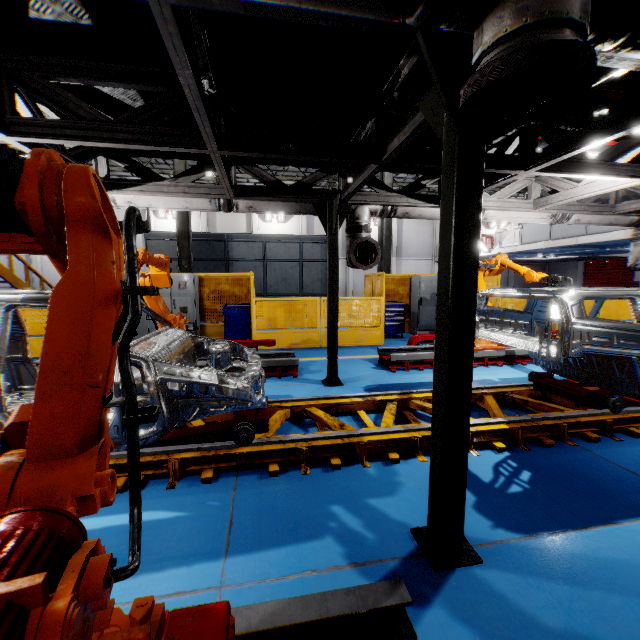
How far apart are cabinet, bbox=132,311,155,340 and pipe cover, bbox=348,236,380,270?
6.1m

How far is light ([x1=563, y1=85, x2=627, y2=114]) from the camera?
3.48m

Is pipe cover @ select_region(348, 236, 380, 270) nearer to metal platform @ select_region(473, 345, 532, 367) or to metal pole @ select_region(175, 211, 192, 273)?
metal platform @ select_region(473, 345, 532, 367)

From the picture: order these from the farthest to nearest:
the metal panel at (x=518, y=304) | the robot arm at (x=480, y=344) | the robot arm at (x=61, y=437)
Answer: the metal panel at (x=518, y=304), the robot arm at (x=480, y=344), the robot arm at (x=61, y=437)

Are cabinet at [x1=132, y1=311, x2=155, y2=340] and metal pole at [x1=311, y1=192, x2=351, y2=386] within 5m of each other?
no

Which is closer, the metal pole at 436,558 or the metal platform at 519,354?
the metal pole at 436,558

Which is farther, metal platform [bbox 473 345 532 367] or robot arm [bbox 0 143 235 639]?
metal platform [bbox 473 345 532 367]

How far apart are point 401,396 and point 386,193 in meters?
3.7 m
